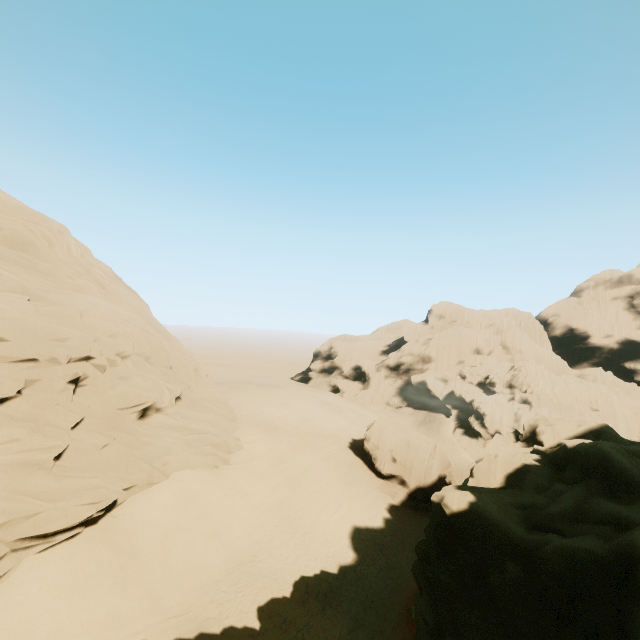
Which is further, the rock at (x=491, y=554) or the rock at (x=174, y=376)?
the rock at (x=174, y=376)

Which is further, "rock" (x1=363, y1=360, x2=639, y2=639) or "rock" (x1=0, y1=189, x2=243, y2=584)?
"rock" (x1=0, y1=189, x2=243, y2=584)

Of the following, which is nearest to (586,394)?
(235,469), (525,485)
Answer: (525,485)
